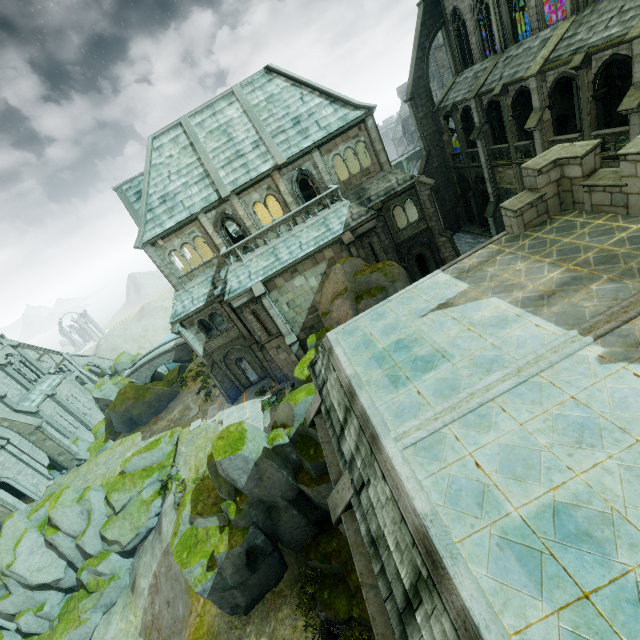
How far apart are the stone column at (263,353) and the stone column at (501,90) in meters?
23.5

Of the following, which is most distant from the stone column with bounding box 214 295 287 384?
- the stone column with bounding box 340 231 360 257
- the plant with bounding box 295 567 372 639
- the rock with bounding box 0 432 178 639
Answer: the plant with bounding box 295 567 372 639

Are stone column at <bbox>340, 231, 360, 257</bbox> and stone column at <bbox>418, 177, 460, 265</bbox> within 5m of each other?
no

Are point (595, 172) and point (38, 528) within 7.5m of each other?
no

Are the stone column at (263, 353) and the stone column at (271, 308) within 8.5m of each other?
yes

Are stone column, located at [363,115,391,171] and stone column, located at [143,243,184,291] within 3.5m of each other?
no

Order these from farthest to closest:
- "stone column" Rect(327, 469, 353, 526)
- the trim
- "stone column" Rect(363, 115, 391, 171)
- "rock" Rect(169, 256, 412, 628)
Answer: "stone column" Rect(363, 115, 391, 171), "rock" Rect(169, 256, 412, 628), "stone column" Rect(327, 469, 353, 526), the trim

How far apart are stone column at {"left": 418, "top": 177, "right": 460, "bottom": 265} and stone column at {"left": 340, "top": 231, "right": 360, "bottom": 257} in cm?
658
